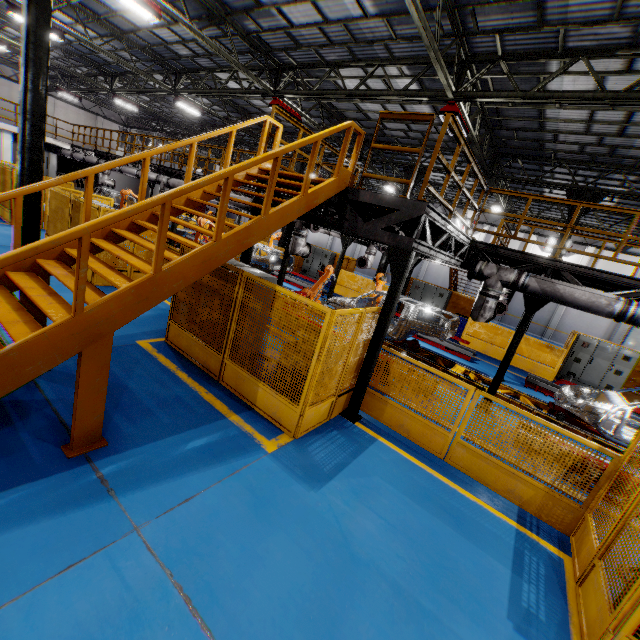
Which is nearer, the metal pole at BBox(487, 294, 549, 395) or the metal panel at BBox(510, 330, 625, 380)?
the metal pole at BBox(487, 294, 549, 395)

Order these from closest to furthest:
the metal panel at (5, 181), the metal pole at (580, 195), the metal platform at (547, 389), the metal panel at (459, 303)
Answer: the metal platform at (547, 389) → the metal panel at (5, 181) → the metal pole at (580, 195) → the metal panel at (459, 303)

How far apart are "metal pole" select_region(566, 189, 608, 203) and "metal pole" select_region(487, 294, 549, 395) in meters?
7.8 m

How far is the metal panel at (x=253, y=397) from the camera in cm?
504

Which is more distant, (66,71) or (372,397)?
(66,71)

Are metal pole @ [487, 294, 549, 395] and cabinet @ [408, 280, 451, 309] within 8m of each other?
no

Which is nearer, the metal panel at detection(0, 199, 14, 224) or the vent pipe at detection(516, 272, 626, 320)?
the vent pipe at detection(516, 272, 626, 320)

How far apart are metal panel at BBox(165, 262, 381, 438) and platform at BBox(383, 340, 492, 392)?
4.6 meters
